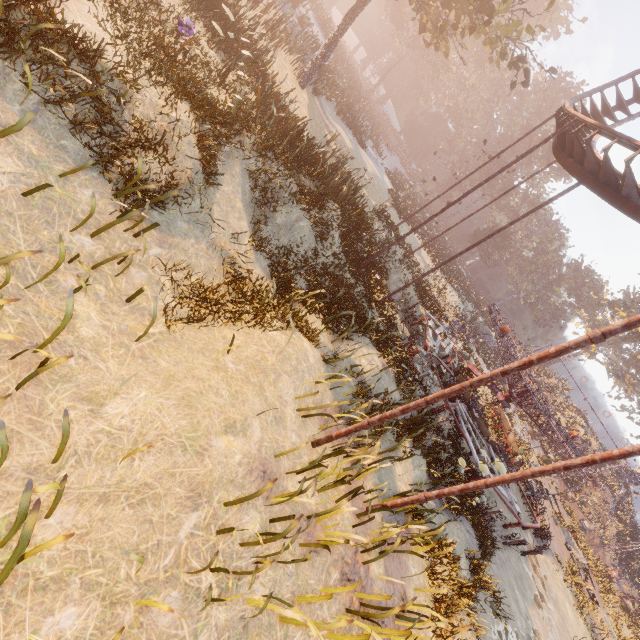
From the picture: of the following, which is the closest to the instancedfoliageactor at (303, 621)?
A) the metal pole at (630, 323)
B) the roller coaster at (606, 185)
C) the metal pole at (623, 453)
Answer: the metal pole at (623, 453)

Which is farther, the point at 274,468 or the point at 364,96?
the point at 364,96

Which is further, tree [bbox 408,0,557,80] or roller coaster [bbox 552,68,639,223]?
tree [bbox 408,0,557,80]

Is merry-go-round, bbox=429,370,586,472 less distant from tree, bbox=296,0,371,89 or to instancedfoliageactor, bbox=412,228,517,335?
instancedfoliageactor, bbox=412,228,517,335

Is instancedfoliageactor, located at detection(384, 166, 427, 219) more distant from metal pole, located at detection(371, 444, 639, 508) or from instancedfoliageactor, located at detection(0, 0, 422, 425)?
instancedfoliageactor, located at detection(0, 0, 422, 425)

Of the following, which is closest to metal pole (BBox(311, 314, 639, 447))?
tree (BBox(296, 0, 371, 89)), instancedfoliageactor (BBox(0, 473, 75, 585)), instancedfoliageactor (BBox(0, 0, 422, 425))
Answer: instancedfoliageactor (BBox(0, 473, 75, 585))

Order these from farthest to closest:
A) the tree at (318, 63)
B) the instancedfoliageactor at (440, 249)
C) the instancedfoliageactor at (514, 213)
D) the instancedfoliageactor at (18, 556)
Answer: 1. the instancedfoliageactor at (514, 213)
2. the instancedfoliageactor at (440, 249)
3. the tree at (318, 63)
4. the instancedfoliageactor at (18, 556)

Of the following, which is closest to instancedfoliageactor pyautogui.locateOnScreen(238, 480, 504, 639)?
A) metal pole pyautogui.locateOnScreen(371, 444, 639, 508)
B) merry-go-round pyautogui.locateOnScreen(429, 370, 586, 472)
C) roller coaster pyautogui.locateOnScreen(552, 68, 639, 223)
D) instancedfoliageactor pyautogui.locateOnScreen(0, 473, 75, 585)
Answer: metal pole pyautogui.locateOnScreen(371, 444, 639, 508)
